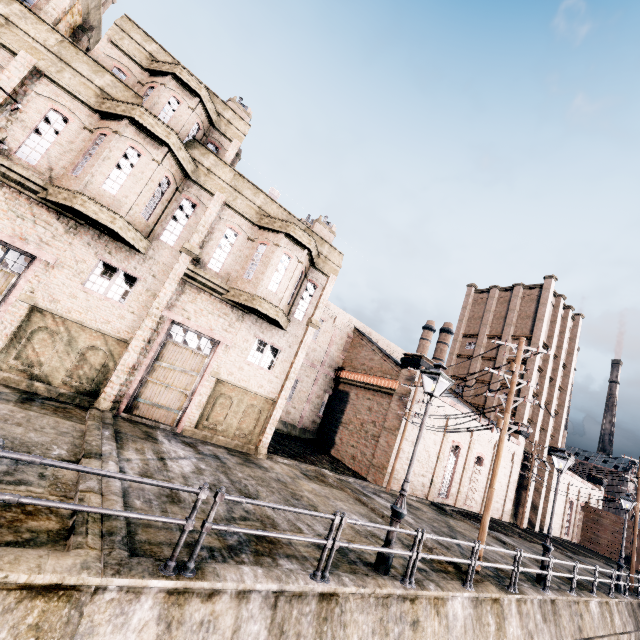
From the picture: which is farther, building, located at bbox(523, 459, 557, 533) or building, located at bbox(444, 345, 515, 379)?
building, located at bbox(444, 345, 515, 379)

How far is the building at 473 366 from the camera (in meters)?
41.06

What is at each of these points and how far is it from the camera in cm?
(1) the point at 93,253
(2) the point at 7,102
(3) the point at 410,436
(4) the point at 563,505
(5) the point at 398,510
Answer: (1) building, 1288
(2) building, 1146
(3) building, 2497
(4) building, 4197
(5) street light, 869

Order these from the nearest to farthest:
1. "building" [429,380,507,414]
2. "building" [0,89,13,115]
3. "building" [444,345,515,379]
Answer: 1. "building" [0,89,13,115]
2. "building" [429,380,507,414]
3. "building" [444,345,515,379]

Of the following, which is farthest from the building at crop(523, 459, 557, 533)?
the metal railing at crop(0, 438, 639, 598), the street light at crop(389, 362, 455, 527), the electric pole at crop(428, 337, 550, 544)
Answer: the metal railing at crop(0, 438, 639, 598)

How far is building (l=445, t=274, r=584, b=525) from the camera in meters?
34.7 m

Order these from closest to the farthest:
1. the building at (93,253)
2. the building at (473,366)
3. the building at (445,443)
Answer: the building at (93,253)
the building at (445,443)
the building at (473,366)
